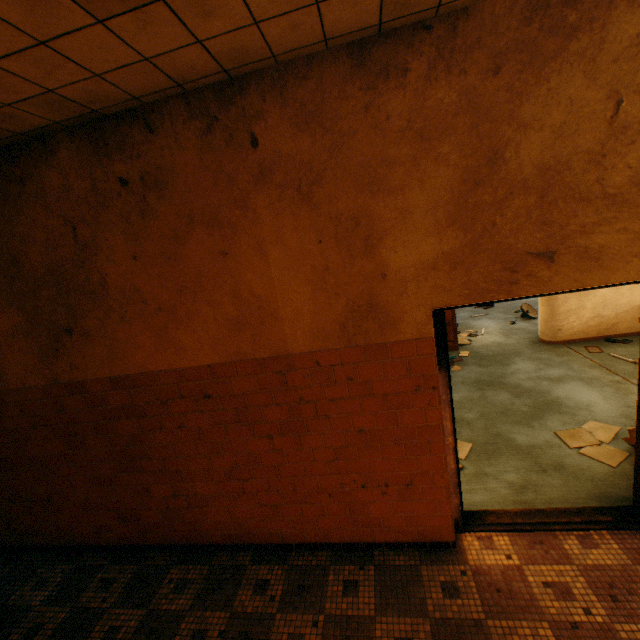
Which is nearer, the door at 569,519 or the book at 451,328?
the door at 569,519

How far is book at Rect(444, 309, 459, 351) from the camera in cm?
697

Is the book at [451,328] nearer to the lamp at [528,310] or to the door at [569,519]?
the lamp at [528,310]

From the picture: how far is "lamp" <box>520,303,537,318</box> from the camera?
8.2m

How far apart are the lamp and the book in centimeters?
164cm

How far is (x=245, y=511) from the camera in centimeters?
311cm

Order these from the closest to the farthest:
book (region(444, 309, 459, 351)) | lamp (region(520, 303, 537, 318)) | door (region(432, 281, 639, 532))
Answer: door (region(432, 281, 639, 532))
book (region(444, 309, 459, 351))
lamp (region(520, 303, 537, 318))

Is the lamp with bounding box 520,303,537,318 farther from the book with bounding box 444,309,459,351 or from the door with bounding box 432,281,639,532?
the door with bounding box 432,281,639,532
